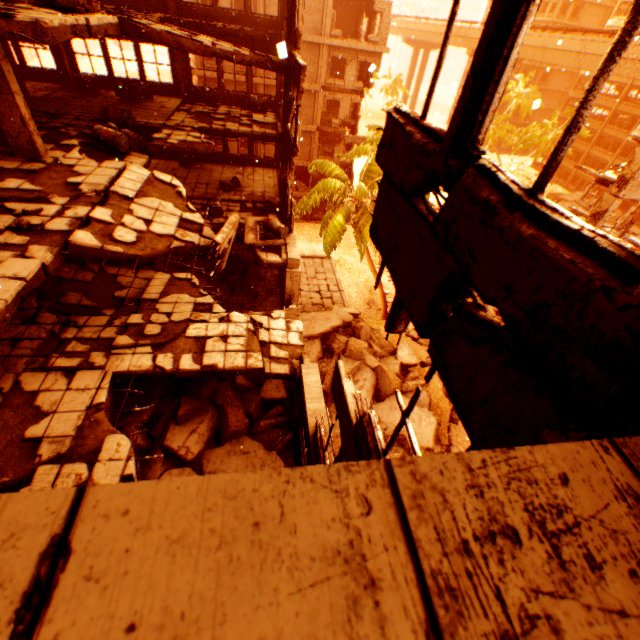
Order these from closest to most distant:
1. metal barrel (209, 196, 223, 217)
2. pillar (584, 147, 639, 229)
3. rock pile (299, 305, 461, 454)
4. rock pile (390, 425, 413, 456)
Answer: pillar (584, 147, 639, 229) → metal barrel (209, 196, 223, 217) → rock pile (390, 425, 413, 456) → rock pile (299, 305, 461, 454)

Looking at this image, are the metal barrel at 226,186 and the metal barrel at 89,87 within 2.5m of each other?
no

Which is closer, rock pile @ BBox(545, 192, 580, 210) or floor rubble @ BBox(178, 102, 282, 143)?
floor rubble @ BBox(178, 102, 282, 143)

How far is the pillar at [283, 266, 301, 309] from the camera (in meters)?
12.22

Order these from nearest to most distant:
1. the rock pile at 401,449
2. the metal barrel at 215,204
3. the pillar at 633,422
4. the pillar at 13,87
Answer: the pillar at 633,422 → the pillar at 13,87 → the metal barrel at 215,204 → the rock pile at 401,449

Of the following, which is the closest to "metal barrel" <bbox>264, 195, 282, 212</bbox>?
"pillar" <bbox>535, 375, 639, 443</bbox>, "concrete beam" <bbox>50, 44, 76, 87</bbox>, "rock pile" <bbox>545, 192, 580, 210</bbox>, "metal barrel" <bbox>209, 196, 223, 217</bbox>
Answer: "metal barrel" <bbox>209, 196, 223, 217</bbox>

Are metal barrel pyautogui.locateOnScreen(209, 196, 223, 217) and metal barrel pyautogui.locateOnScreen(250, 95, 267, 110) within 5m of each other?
no

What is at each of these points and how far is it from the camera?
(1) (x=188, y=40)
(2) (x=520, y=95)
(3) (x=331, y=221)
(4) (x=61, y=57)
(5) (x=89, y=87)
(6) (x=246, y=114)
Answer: (1) floor rubble, 9.5 meters
(2) rubble, 59.9 meters
(3) rubble, 18.9 meters
(4) concrete beam, 14.1 meters
(5) metal barrel, 14.2 meters
(6) floor rubble, 15.3 meters
